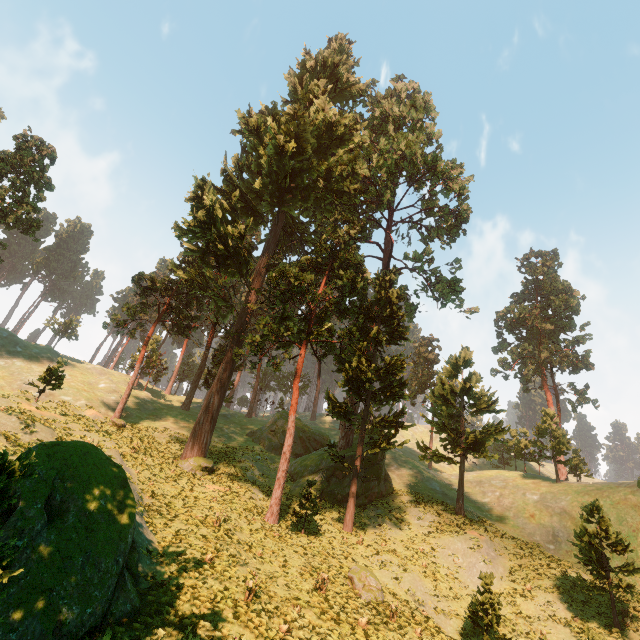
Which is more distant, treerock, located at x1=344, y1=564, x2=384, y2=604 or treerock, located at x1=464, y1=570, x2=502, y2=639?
treerock, located at x1=344, y1=564, x2=384, y2=604

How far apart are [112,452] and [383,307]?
24.66m

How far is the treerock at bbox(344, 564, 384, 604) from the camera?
16.20m

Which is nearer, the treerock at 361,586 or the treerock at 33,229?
the treerock at 361,586

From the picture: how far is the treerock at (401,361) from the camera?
28.1m
